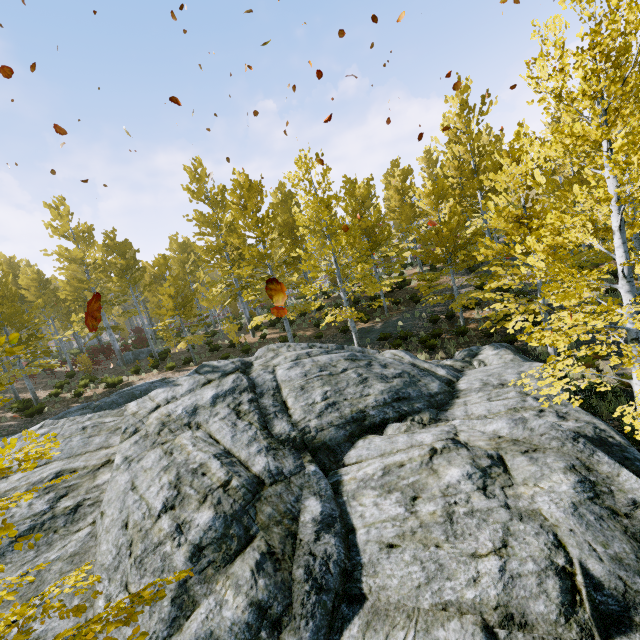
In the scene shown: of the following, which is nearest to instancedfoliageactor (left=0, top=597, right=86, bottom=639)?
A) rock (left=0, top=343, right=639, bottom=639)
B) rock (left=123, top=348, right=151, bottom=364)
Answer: rock (left=0, top=343, right=639, bottom=639)

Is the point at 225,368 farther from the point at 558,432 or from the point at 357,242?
the point at 558,432

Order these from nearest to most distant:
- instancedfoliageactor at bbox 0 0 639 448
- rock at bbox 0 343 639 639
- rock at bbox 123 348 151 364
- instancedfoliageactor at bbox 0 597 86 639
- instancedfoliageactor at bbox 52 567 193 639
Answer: instancedfoliageactor at bbox 52 567 193 639 → instancedfoliageactor at bbox 0 597 86 639 → rock at bbox 0 343 639 639 → instancedfoliageactor at bbox 0 0 639 448 → rock at bbox 123 348 151 364

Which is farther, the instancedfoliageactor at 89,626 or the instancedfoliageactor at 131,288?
the instancedfoliageactor at 131,288

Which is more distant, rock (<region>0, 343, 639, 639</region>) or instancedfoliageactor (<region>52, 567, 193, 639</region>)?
rock (<region>0, 343, 639, 639</region>)

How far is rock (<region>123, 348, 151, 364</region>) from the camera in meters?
24.6

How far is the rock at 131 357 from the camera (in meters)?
24.62
